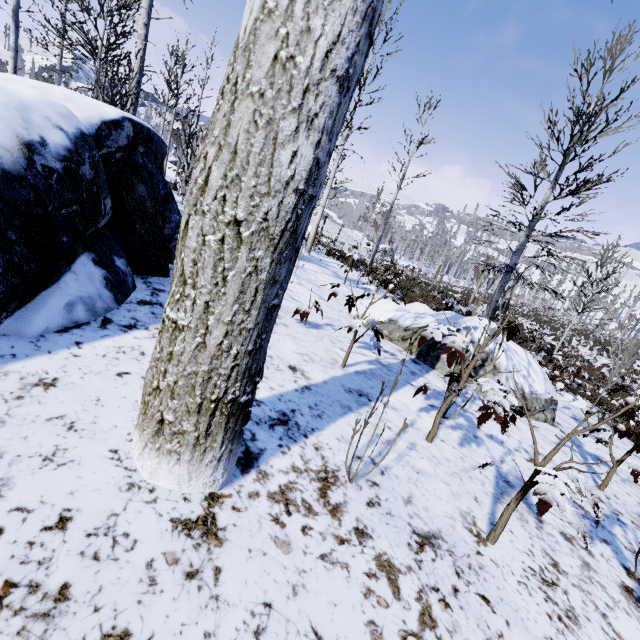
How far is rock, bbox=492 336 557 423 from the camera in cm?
453

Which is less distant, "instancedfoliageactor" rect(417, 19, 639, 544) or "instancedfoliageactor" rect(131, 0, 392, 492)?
"instancedfoliageactor" rect(131, 0, 392, 492)

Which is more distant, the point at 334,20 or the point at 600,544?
the point at 600,544

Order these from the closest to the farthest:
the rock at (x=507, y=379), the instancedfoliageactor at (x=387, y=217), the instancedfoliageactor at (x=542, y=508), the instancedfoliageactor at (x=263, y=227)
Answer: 1. the instancedfoliageactor at (x=263, y=227)
2. the instancedfoliageactor at (x=542, y=508)
3. the instancedfoliageactor at (x=387, y=217)
4. the rock at (x=507, y=379)

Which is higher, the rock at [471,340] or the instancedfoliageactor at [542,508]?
the instancedfoliageactor at [542,508]

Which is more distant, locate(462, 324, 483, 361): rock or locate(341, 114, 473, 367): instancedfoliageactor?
locate(462, 324, 483, 361): rock

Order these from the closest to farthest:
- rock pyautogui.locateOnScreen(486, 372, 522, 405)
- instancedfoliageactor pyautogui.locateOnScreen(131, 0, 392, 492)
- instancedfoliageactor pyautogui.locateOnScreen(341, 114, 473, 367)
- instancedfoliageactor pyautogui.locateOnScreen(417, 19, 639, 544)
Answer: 1. instancedfoliageactor pyautogui.locateOnScreen(131, 0, 392, 492)
2. instancedfoliageactor pyautogui.locateOnScreen(417, 19, 639, 544)
3. instancedfoliageactor pyautogui.locateOnScreen(341, 114, 473, 367)
4. rock pyautogui.locateOnScreen(486, 372, 522, 405)
